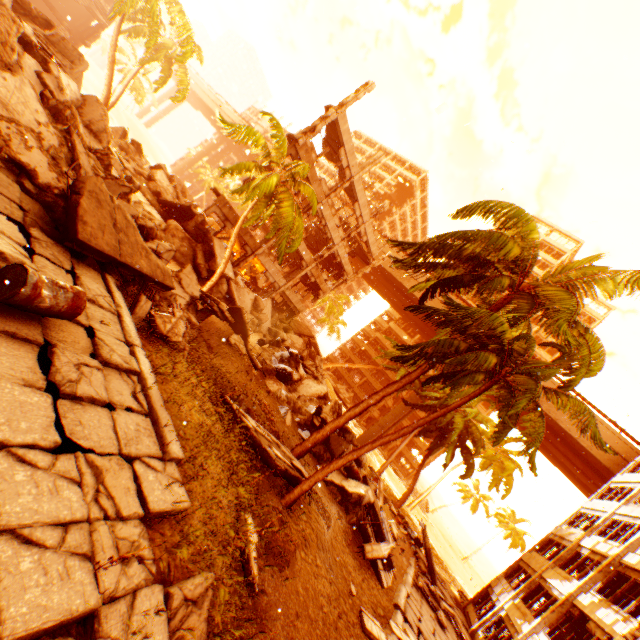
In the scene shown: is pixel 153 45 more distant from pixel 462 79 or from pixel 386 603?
pixel 462 79

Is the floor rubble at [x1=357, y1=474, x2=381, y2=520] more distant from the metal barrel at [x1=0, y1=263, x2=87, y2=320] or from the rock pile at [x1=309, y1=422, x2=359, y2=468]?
the metal barrel at [x1=0, y1=263, x2=87, y2=320]

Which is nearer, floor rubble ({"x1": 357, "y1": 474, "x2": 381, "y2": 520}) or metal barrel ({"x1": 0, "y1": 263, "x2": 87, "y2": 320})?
metal barrel ({"x1": 0, "y1": 263, "x2": 87, "y2": 320})

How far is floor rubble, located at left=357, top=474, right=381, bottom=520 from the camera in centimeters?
1432cm

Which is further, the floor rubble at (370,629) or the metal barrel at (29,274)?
the floor rubble at (370,629)

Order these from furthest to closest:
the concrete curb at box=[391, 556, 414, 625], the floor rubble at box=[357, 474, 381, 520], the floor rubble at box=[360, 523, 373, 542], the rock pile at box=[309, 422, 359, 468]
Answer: the rock pile at box=[309, 422, 359, 468]
the floor rubble at box=[357, 474, 381, 520]
the floor rubble at box=[360, 523, 373, 542]
the concrete curb at box=[391, 556, 414, 625]

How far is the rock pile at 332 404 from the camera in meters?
16.6 m

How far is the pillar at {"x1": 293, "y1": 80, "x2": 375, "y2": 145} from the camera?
19.5m
